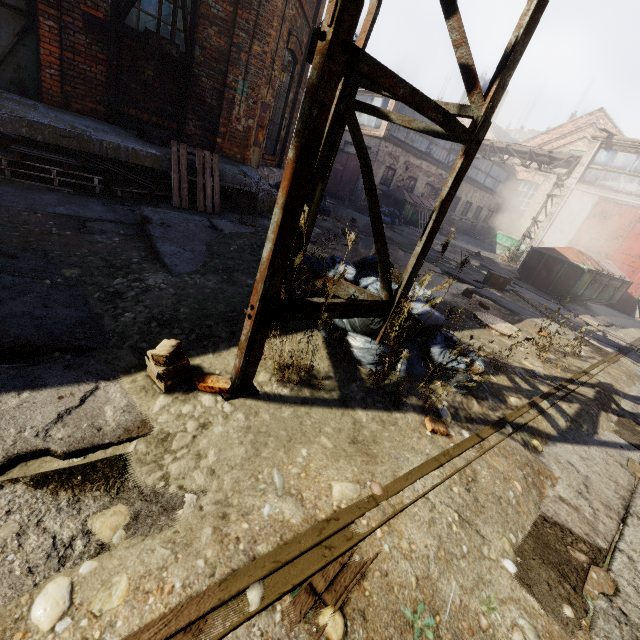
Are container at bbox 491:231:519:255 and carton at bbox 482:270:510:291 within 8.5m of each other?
no

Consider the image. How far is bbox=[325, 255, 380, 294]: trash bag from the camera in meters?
3.2 m

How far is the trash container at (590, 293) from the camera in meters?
11.7 m

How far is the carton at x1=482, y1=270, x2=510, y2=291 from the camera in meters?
8.9

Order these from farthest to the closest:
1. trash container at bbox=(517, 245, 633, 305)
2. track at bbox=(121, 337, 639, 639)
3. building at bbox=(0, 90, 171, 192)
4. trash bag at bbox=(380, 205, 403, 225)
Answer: trash bag at bbox=(380, 205, 403, 225) < trash container at bbox=(517, 245, 633, 305) < building at bbox=(0, 90, 171, 192) < track at bbox=(121, 337, 639, 639)

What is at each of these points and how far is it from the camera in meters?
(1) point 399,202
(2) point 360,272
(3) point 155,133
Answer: (1) trash container, 18.3
(2) trash bag, 3.9
(3) scaffolding, 5.9

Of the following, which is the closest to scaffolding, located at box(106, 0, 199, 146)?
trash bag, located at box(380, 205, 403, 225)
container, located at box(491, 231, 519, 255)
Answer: trash bag, located at box(380, 205, 403, 225)

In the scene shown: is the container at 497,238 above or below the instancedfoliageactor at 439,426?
above
